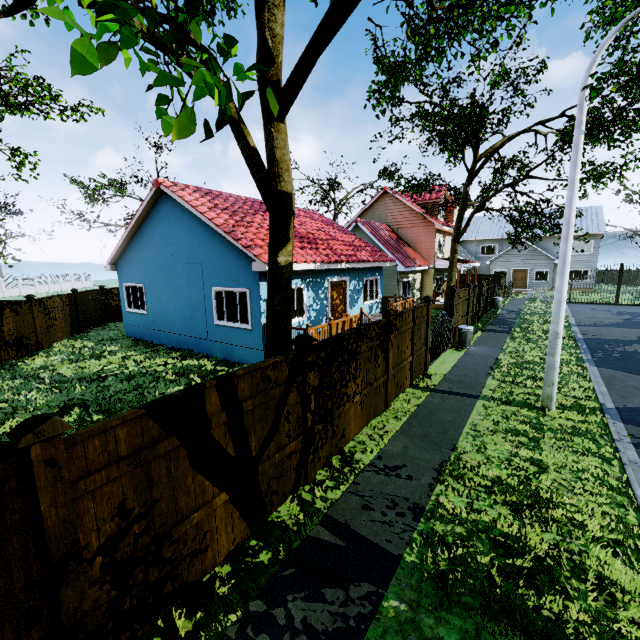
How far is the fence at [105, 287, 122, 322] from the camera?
20.38m

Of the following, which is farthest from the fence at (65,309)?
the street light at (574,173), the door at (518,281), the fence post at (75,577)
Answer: the door at (518,281)

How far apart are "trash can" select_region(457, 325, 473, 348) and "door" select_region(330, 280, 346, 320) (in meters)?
5.01

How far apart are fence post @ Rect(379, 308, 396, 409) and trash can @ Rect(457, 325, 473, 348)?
7.1 meters

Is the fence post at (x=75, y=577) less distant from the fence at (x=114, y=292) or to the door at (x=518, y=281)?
the fence at (x=114, y=292)

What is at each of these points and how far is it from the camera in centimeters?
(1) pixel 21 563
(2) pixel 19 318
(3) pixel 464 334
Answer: (1) fence, 264cm
(2) fence, 1313cm
(3) trash can, 1386cm

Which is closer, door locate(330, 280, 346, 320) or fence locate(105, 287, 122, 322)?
door locate(330, 280, 346, 320)

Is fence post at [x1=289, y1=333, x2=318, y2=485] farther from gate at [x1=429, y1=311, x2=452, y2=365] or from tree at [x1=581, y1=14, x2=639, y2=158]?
gate at [x1=429, y1=311, x2=452, y2=365]
